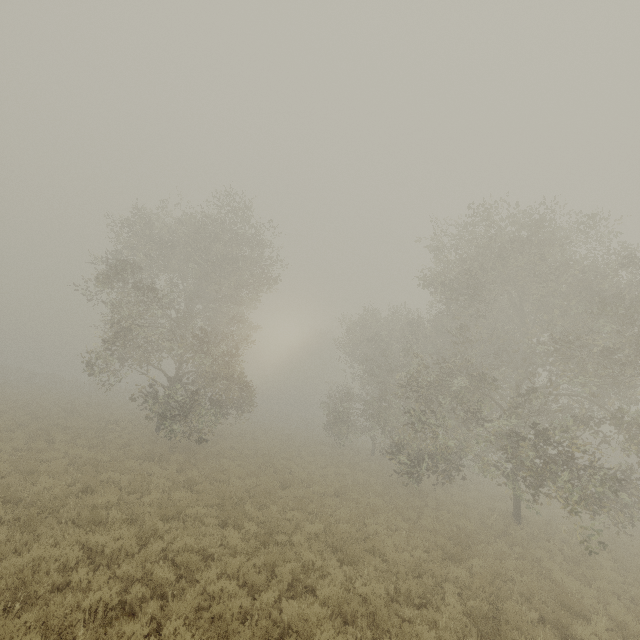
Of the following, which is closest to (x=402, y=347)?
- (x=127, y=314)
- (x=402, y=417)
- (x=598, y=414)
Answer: (x=402, y=417)
